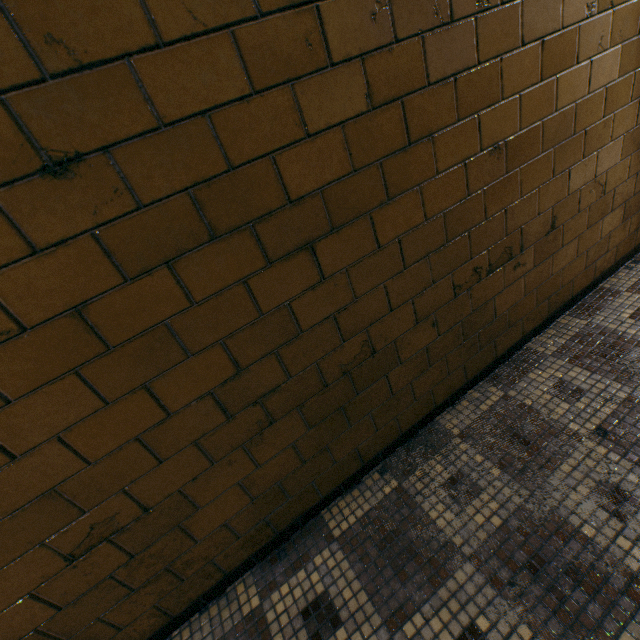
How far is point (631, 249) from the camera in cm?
233
